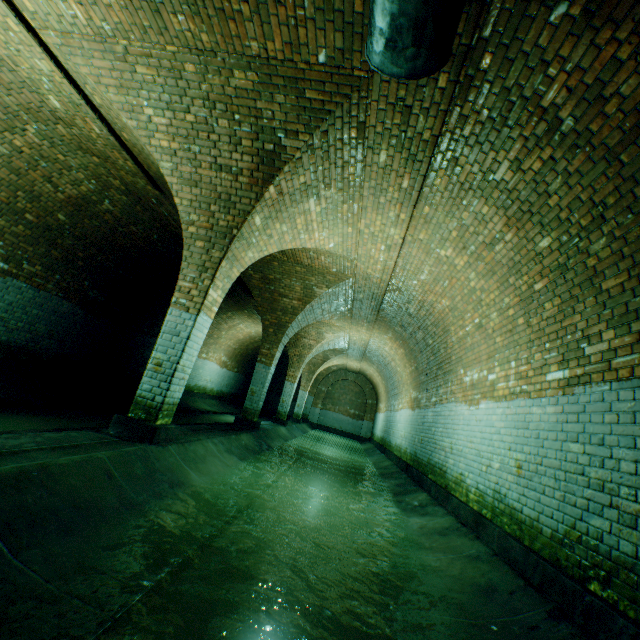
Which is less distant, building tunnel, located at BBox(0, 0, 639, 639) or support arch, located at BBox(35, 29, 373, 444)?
building tunnel, located at BBox(0, 0, 639, 639)

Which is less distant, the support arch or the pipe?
the pipe

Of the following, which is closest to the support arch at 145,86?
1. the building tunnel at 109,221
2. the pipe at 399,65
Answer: A: the building tunnel at 109,221

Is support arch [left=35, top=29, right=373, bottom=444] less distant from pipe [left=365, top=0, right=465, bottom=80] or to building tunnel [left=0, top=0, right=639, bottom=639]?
building tunnel [left=0, top=0, right=639, bottom=639]

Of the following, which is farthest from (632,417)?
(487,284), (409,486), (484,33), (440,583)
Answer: Answer: (409,486)

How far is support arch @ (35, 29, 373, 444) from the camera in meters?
3.8
